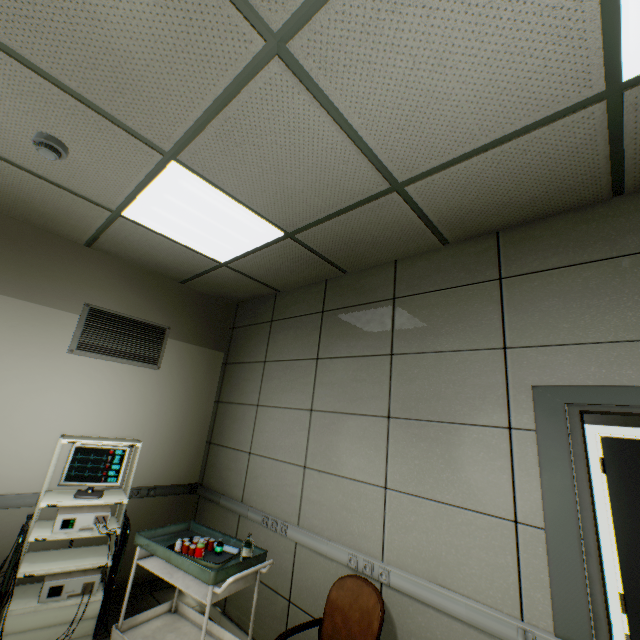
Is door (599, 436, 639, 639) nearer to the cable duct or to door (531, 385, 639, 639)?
door (531, 385, 639, 639)

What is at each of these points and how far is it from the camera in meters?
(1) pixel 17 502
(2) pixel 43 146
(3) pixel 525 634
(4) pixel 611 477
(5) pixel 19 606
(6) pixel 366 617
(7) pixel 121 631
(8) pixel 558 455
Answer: (1) cable duct, 2.7
(2) fire alarm, 1.9
(3) switch, 1.6
(4) door, 3.8
(5) health monitor, 2.2
(6) chair, 1.9
(7) table, 2.3
(8) door, 1.7

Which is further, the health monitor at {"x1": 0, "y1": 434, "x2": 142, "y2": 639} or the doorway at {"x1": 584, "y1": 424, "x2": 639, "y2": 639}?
the doorway at {"x1": 584, "y1": 424, "x2": 639, "y2": 639}

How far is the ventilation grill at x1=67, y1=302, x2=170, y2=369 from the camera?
Result: 3.18m

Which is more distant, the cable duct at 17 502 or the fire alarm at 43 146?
the cable duct at 17 502

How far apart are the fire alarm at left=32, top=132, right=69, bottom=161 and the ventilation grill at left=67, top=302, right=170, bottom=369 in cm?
165

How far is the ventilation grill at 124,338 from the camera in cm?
318

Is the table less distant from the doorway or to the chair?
the chair
